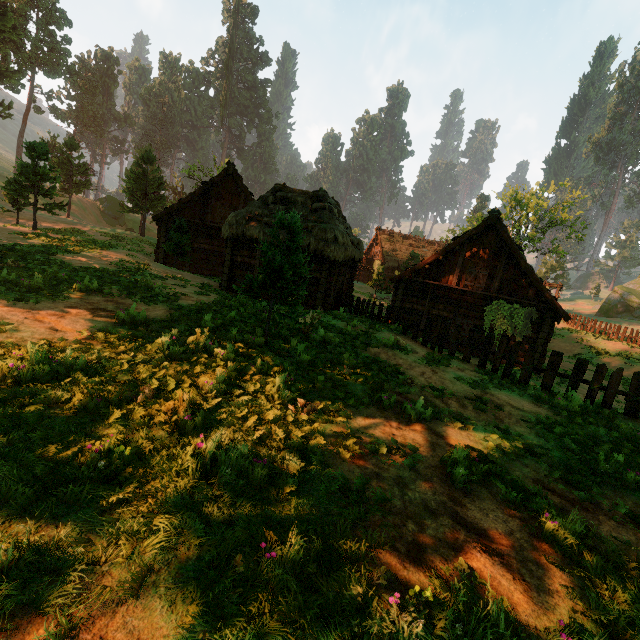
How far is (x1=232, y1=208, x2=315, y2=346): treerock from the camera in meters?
7.9 m

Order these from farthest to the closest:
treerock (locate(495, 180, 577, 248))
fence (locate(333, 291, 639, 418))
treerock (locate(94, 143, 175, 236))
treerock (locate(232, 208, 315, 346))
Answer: treerock (locate(495, 180, 577, 248))
treerock (locate(94, 143, 175, 236))
fence (locate(333, 291, 639, 418))
treerock (locate(232, 208, 315, 346))

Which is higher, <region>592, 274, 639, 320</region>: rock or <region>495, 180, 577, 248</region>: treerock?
<region>495, 180, 577, 248</region>: treerock

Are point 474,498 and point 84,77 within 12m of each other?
no

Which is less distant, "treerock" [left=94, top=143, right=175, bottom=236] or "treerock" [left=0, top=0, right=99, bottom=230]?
"treerock" [left=0, top=0, right=99, bottom=230]

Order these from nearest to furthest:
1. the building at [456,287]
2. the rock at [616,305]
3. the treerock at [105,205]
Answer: the building at [456,287], the treerock at [105,205], the rock at [616,305]

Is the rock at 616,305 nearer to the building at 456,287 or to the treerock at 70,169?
the treerock at 70,169

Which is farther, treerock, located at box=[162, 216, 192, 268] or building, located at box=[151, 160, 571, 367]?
treerock, located at box=[162, 216, 192, 268]
